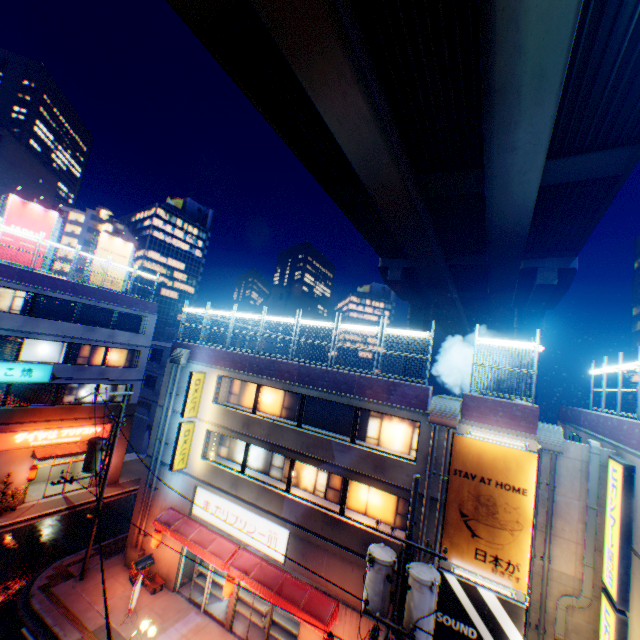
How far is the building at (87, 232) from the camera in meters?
53.7

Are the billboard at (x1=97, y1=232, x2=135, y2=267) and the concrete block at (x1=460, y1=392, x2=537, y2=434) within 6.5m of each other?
no

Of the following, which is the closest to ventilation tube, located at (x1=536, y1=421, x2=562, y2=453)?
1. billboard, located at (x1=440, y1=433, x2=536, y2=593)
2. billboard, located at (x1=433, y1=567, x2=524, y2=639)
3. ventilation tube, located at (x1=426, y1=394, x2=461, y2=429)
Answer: billboard, located at (x1=440, y1=433, x2=536, y2=593)

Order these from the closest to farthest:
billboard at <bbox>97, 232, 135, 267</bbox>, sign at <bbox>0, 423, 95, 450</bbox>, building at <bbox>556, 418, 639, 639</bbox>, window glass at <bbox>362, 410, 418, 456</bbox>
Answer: building at <bbox>556, 418, 639, 639</bbox>
window glass at <bbox>362, 410, 418, 456</bbox>
sign at <bbox>0, 423, 95, 450</bbox>
billboard at <bbox>97, 232, 135, 267</bbox>

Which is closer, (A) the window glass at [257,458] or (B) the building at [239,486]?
(B) the building at [239,486]

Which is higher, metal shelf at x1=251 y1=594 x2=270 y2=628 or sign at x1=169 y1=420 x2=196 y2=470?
sign at x1=169 y1=420 x2=196 y2=470

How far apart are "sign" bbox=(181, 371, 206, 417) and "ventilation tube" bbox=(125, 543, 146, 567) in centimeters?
787cm

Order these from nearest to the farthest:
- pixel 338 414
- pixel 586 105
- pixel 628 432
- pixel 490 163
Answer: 1. pixel 628 432
2. pixel 586 105
3. pixel 338 414
4. pixel 490 163
